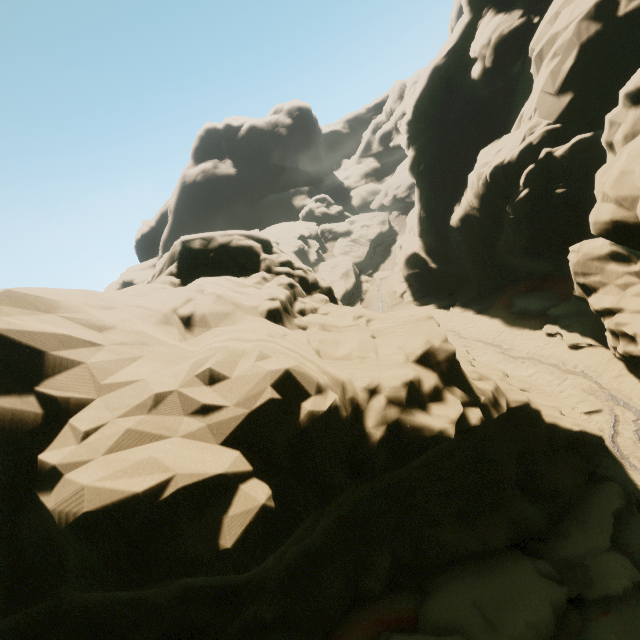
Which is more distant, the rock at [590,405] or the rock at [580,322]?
the rock at [590,405]

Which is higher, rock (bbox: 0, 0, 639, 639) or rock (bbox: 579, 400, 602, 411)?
rock (bbox: 0, 0, 639, 639)

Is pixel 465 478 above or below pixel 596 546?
above

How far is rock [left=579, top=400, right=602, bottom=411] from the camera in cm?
1328

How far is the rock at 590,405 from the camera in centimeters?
1328cm

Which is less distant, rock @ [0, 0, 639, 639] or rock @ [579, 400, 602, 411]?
rock @ [0, 0, 639, 639]
